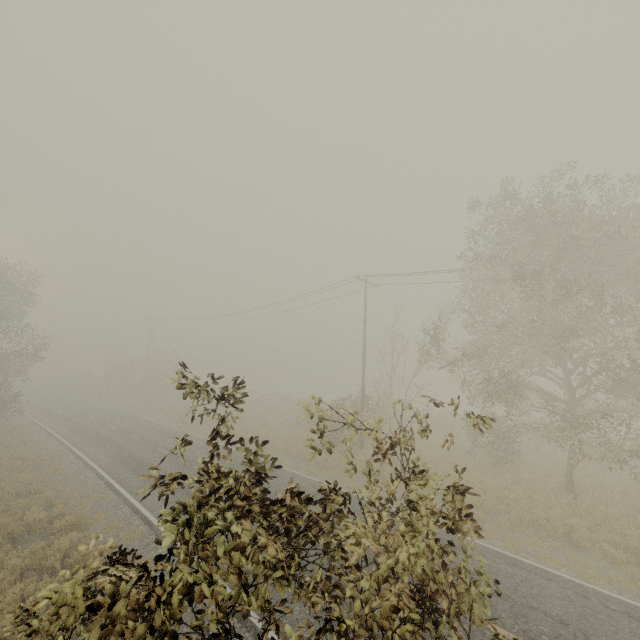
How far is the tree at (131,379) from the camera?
45.3 meters

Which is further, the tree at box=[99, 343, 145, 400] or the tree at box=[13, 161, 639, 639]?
the tree at box=[99, 343, 145, 400]

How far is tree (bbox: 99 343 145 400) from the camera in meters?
45.3 m

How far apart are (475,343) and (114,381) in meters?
52.1

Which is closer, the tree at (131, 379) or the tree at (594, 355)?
the tree at (594, 355)
